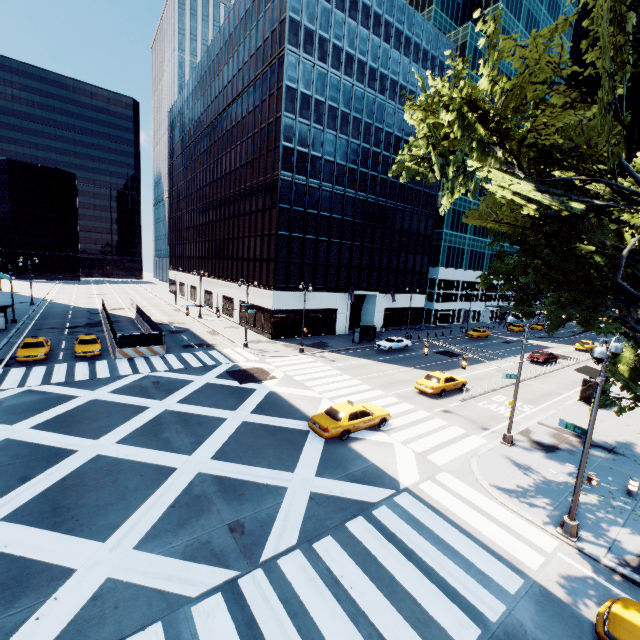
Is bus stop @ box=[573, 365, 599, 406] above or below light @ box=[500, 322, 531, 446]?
above

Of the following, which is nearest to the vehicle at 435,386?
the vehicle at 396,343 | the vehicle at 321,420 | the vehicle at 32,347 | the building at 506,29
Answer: the vehicle at 321,420

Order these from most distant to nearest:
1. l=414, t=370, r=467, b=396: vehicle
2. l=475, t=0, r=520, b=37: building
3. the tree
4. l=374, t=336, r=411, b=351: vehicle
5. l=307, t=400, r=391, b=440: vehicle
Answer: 1. l=475, t=0, r=520, b=37: building
2. l=374, t=336, r=411, b=351: vehicle
3. l=414, t=370, r=467, b=396: vehicle
4. l=307, t=400, r=391, b=440: vehicle
5. the tree

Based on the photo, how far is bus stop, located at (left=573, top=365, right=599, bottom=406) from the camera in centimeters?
2467cm

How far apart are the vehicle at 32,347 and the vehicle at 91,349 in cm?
153

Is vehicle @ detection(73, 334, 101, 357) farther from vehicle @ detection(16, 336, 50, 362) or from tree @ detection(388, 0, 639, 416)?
tree @ detection(388, 0, 639, 416)

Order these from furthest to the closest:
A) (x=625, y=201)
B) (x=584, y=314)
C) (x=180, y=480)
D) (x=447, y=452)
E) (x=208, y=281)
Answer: (x=208, y=281), (x=447, y=452), (x=625, y=201), (x=584, y=314), (x=180, y=480)

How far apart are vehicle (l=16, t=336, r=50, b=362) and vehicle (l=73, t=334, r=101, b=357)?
1.53m
